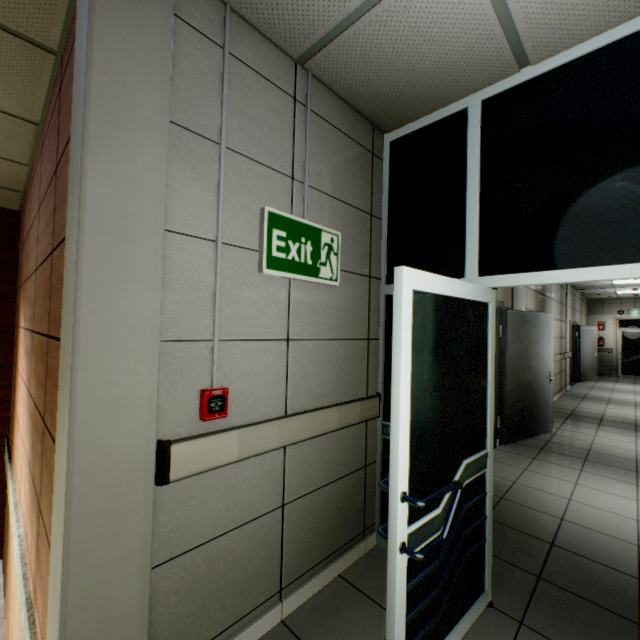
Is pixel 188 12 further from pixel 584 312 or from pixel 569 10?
pixel 584 312

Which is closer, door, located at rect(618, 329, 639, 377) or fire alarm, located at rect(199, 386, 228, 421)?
fire alarm, located at rect(199, 386, 228, 421)

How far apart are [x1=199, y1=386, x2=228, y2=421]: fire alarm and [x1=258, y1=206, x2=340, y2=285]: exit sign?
0.7 meters

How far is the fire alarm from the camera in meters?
1.5

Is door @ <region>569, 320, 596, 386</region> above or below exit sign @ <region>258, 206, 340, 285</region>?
below

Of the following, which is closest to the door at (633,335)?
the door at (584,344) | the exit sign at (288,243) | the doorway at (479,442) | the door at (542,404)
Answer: the door at (584,344)

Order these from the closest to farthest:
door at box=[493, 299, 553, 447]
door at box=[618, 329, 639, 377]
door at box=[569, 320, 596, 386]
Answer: door at box=[493, 299, 553, 447] < door at box=[569, 320, 596, 386] < door at box=[618, 329, 639, 377]

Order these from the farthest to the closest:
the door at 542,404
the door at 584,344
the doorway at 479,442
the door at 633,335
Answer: the door at 633,335 < the door at 584,344 < the door at 542,404 < the doorway at 479,442
